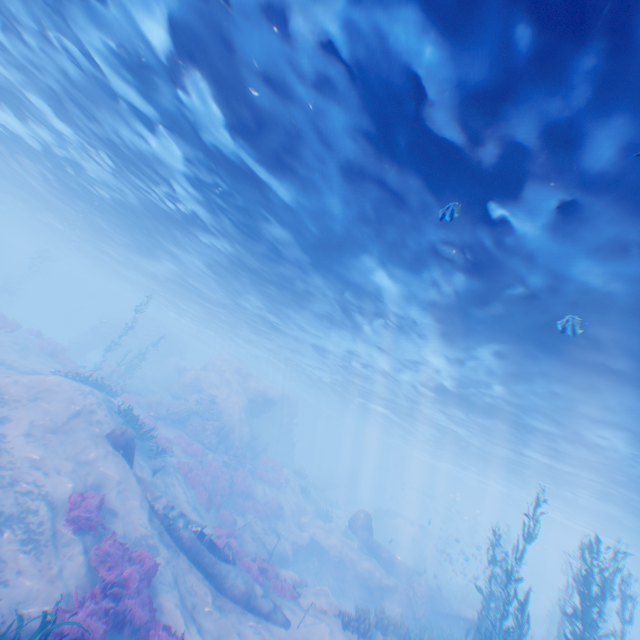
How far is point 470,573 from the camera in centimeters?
4288cm

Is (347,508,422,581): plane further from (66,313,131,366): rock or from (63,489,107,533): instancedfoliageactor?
(66,313,131,366): rock

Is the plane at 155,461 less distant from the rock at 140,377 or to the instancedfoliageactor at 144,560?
the rock at 140,377

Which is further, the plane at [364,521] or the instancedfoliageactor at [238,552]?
the plane at [364,521]

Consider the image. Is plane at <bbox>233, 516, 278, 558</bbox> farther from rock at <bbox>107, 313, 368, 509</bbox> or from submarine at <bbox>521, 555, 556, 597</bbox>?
submarine at <bbox>521, 555, 556, 597</bbox>

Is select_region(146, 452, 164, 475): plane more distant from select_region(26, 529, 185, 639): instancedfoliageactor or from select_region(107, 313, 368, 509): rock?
select_region(26, 529, 185, 639): instancedfoliageactor

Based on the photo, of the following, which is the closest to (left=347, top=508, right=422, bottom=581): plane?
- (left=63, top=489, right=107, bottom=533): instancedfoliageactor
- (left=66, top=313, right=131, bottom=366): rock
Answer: (left=63, top=489, right=107, bottom=533): instancedfoliageactor

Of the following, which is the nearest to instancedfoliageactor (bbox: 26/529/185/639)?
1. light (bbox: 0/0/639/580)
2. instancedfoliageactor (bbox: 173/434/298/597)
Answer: light (bbox: 0/0/639/580)
